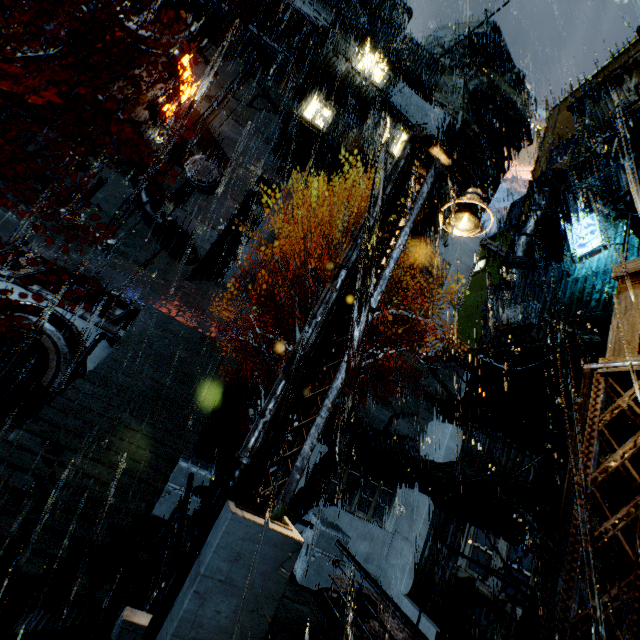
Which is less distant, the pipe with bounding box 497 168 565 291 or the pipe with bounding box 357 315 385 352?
the pipe with bounding box 497 168 565 291

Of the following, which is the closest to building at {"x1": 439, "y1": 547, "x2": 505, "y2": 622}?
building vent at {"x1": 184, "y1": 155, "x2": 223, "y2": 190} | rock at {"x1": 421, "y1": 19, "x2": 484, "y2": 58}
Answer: building vent at {"x1": 184, "y1": 155, "x2": 223, "y2": 190}

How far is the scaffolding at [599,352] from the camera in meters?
4.9 m

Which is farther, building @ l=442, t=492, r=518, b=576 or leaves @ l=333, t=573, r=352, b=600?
leaves @ l=333, t=573, r=352, b=600

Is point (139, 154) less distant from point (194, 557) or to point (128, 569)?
point (128, 569)

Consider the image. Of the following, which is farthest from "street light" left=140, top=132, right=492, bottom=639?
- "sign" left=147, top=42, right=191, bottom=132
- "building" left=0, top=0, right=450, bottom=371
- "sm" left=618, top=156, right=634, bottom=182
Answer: "sign" left=147, top=42, right=191, bottom=132

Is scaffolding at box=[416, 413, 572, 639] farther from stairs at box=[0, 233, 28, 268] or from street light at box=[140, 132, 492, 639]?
stairs at box=[0, 233, 28, 268]

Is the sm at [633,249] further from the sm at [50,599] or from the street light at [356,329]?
the sm at [50,599]
